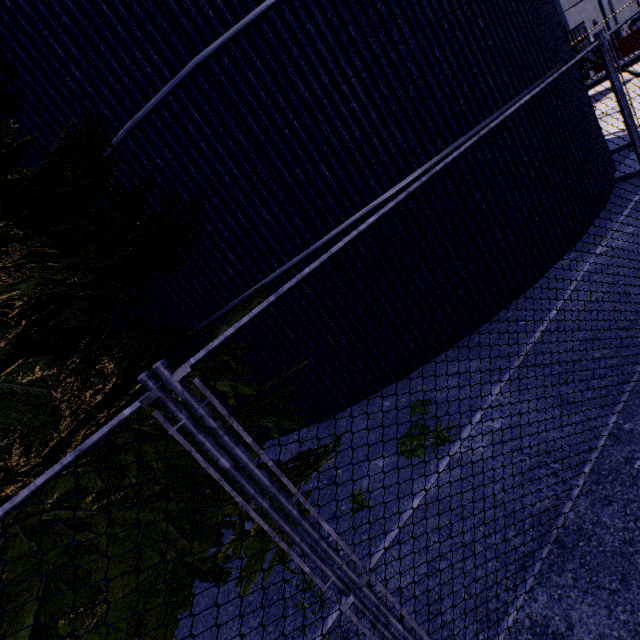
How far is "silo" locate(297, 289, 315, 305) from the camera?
5.6 meters

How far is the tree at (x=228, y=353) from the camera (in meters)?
4.68

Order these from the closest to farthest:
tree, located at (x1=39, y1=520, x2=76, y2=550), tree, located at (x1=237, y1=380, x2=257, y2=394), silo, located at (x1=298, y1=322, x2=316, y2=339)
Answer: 1. tree, located at (x1=39, y1=520, x2=76, y2=550)
2. tree, located at (x1=237, y1=380, x2=257, y2=394)
3. silo, located at (x1=298, y1=322, x2=316, y2=339)

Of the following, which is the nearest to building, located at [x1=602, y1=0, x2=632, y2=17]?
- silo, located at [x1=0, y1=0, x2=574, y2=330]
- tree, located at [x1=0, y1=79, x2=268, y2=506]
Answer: tree, located at [x1=0, y1=79, x2=268, y2=506]

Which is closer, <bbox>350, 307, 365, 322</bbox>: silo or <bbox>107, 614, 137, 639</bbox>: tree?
<bbox>107, 614, 137, 639</bbox>: tree

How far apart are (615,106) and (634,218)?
14.8 meters

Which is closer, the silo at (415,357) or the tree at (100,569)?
the tree at (100,569)

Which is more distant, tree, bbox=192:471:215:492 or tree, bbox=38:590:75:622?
tree, bbox=192:471:215:492
